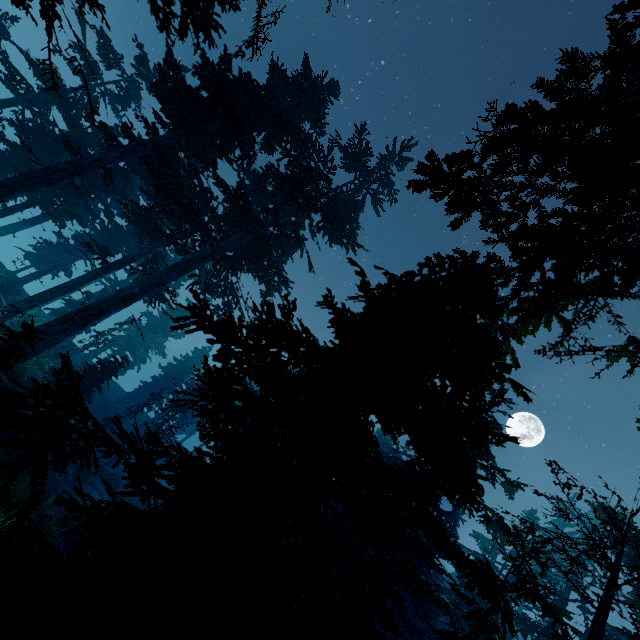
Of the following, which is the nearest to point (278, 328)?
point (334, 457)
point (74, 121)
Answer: point (334, 457)
